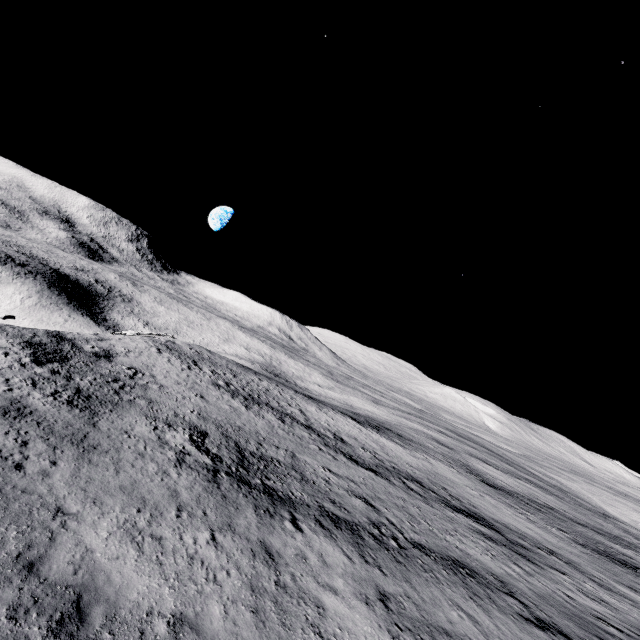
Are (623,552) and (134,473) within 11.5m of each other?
no
